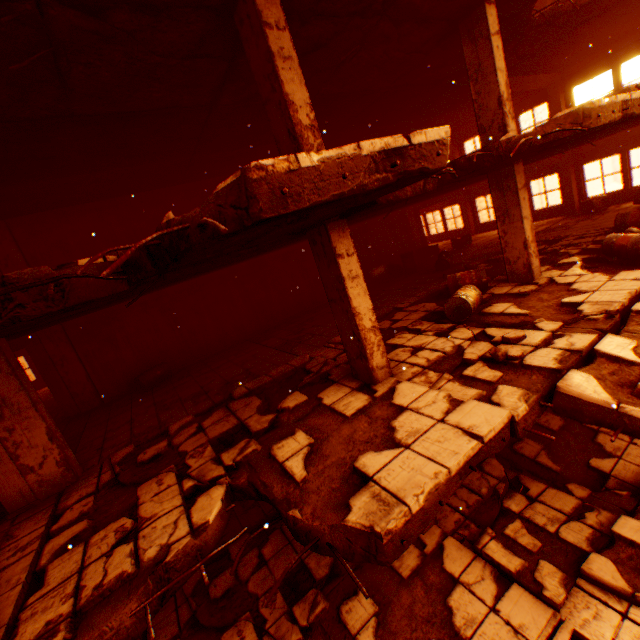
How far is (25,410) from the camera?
5.1m

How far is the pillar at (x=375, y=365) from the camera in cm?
470

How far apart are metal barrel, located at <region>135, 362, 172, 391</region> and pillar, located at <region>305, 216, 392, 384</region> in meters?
6.8 m

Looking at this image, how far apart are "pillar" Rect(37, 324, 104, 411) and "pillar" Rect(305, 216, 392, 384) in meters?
8.5

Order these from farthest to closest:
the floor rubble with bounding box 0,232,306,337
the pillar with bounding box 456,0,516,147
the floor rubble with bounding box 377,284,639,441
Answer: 1. the pillar with bounding box 456,0,516,147
2. the floor rubble with bounding box 377,284,639,441
3. the floor rubble with bounding box 0,232,306,337

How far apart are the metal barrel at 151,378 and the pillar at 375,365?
6.8 meters

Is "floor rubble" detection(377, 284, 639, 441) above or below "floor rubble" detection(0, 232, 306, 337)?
below

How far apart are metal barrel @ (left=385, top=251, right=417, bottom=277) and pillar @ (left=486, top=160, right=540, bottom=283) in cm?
558
